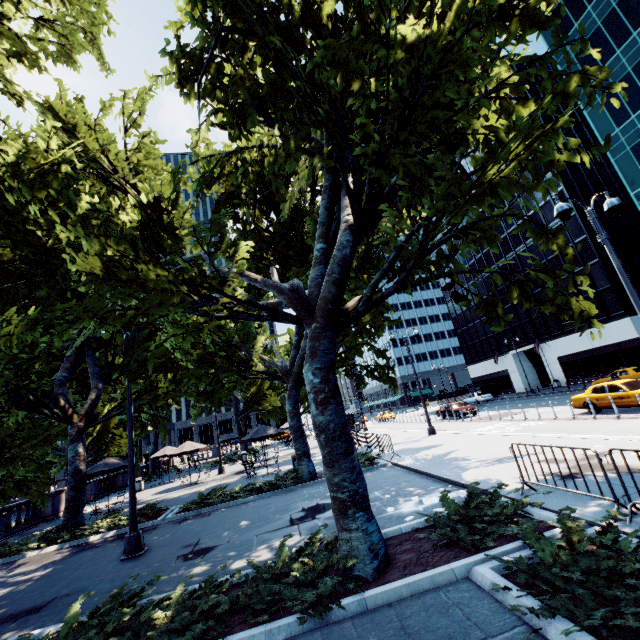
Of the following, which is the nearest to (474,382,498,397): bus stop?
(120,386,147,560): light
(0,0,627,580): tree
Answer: (0,0,627,580): tree

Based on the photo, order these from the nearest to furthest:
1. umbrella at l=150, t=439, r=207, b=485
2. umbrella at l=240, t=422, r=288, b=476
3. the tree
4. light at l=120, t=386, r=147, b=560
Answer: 1. the tree
2. light at l=120, t=386, r=147, b=560
3. umbrella at l=240, t=422, r=288, b=476
4. umbrella at l=150, t=439, r=207, b=485

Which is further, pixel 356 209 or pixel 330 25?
pixel 330 25

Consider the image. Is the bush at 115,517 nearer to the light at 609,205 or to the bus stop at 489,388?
the light at 609,205

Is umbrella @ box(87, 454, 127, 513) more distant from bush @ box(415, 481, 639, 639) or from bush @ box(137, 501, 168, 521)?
bush @ box(415, 481, 639, 639)

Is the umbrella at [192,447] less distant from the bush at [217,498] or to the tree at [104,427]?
the tree at [104,427]

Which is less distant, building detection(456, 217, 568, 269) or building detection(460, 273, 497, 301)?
building detection(456, 217, 568, 269)

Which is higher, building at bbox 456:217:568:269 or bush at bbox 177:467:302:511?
building at bbox 456:217:568:269
